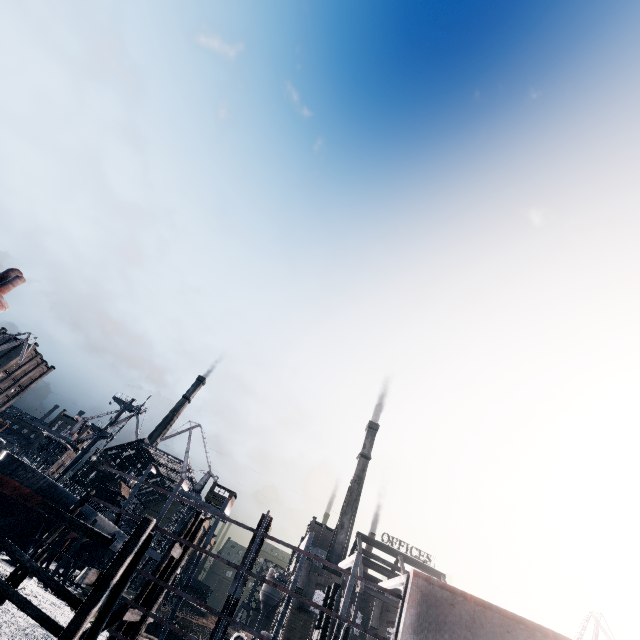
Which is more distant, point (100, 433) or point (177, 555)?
point (100, 433)

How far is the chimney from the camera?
56.94m

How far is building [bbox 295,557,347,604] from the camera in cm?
5012

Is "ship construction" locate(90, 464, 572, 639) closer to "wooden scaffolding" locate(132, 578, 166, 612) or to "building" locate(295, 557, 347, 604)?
"wooden scaffolding" locate(132, 578, 166, 612)

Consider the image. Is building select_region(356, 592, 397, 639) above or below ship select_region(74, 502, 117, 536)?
above

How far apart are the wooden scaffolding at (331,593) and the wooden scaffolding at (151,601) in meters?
8.3 m

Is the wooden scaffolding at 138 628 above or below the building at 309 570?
below

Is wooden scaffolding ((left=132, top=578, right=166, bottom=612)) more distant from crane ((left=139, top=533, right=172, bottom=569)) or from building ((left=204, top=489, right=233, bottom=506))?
building ((left=204, top=489, right=233, bottom=506))
